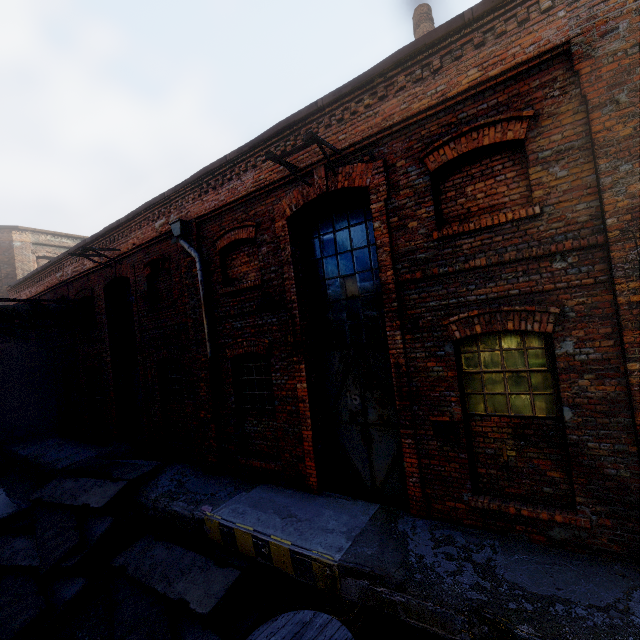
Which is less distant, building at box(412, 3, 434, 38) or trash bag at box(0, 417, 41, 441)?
building at box(412, 3, 434, 38)

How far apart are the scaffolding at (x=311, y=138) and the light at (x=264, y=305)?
2.3m

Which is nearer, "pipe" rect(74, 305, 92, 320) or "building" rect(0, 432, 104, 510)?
"building" rect(0, 432, 104, 510)

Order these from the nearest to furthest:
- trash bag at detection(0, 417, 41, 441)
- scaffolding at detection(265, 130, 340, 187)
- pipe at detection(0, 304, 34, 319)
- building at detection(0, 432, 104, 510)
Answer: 1. scaffolding at detection(265, 130, 340, 187)
2. pipe at detection(0, 304, 34, 319)
3. building at detection(0, 432, 104, 510)
4. trash bag at detection(0, 417, 41, 441)

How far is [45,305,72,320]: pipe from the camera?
11.3m

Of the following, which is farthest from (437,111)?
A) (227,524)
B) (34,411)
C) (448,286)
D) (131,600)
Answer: (34,411)

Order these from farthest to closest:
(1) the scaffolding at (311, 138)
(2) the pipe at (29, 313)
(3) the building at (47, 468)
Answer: (3) the building at (47, 468), (2) the pipe at (29, 313), (1) the scaffolding at (311, 138)

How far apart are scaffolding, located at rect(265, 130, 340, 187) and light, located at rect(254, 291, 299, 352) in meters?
2.3
